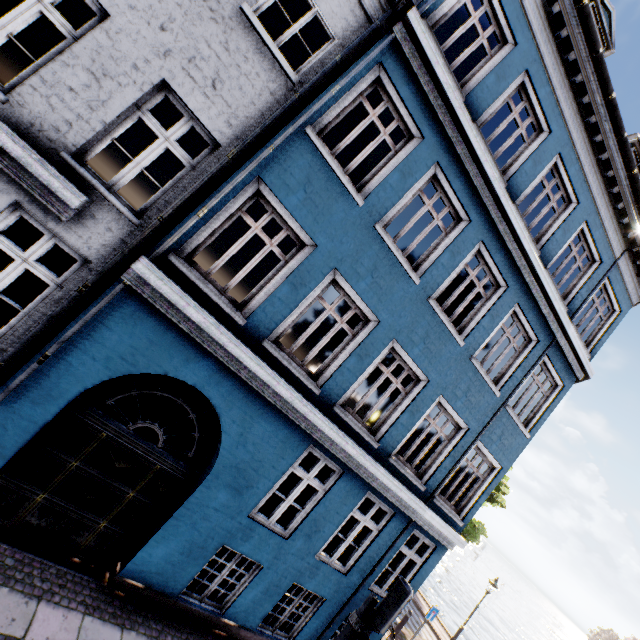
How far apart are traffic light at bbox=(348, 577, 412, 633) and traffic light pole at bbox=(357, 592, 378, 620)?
0.03m

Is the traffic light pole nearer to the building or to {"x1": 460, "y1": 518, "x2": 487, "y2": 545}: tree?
the building

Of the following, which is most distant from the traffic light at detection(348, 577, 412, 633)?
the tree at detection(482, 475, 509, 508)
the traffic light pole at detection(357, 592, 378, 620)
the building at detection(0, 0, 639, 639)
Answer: the tree at detection(482, 475, 509, 508)

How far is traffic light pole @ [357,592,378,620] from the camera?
4.9 meters

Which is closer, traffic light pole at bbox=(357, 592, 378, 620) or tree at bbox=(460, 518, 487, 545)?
traffic light pole at bbox=(357, 592, 378, 620)

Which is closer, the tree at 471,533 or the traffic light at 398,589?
the traffic light at 398,589

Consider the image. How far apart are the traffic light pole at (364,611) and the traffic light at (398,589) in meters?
0.0

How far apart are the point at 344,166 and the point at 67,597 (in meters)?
13.45
